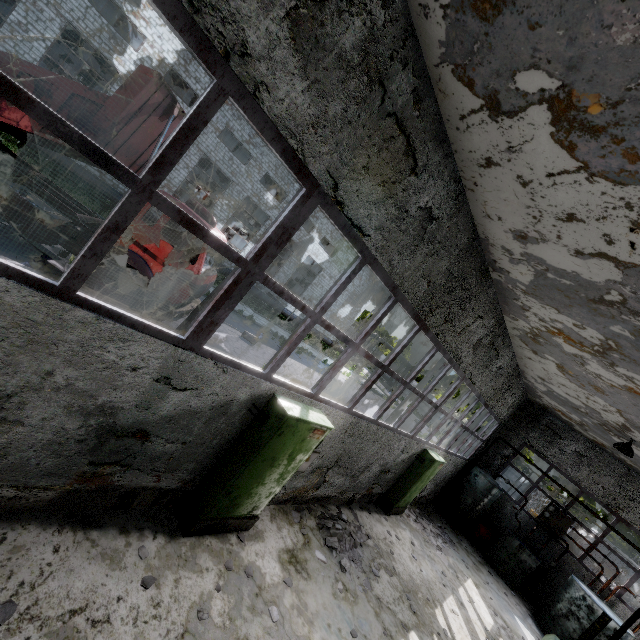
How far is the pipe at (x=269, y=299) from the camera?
27.1m

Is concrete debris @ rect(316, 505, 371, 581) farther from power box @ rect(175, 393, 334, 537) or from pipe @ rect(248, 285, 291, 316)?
pipe @ rect(248, 285, 291, 316)

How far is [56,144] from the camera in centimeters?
852cm

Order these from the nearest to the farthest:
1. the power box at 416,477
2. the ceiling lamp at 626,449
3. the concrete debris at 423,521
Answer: the ceiling lamp at 626,449 < the power box at 416,477 < the concrete debris at 423,521

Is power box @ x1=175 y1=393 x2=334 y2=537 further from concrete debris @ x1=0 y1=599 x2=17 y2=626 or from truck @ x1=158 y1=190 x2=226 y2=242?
truck @ x1=158 y1=190 x2=226 y2=242

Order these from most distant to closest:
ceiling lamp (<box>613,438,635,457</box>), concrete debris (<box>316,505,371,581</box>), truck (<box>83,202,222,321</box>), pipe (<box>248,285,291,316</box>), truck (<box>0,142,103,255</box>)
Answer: pipe (<box>248,285,291,316</box>)
ceiling lamp (<box>613,438,635,457</box>)
truck (<box>83,202,222,321</box>)
truck (<box>0,142,103,255</box>)
concrete debris (<box>316,505,371,581</box>)

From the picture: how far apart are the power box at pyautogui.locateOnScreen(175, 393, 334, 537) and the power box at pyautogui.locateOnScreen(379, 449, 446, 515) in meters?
6.1 m

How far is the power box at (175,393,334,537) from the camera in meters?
4.9 m
